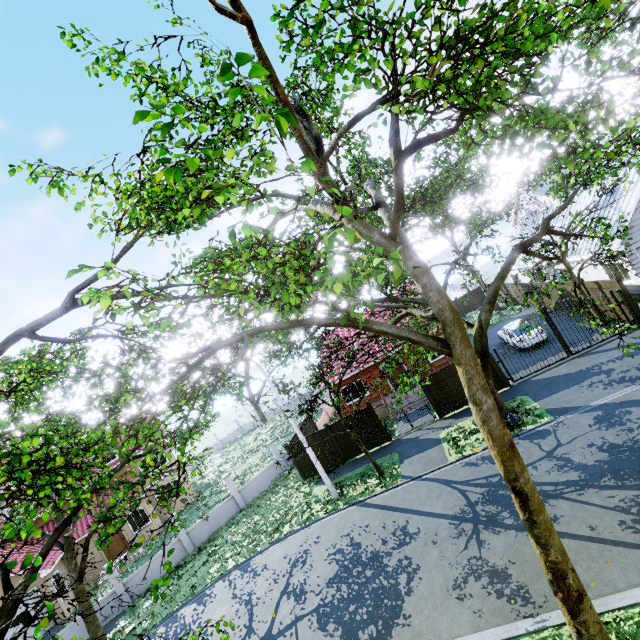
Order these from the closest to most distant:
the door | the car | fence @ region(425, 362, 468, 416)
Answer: fence @ region(425, 362, 468, 416) < the car < the door

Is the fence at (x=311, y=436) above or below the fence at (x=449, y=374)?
above

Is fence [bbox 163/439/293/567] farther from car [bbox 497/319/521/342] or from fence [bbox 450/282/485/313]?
car [bbox 497/319/521/342]

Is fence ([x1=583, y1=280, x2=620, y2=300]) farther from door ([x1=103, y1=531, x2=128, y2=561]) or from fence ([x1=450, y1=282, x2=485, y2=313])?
door ([x1=103, y1=531, x2=128, y2=561])

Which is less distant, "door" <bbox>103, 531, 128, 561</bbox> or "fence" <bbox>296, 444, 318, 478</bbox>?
"fence" <bbox>296, 444, 318, 478</bbox>

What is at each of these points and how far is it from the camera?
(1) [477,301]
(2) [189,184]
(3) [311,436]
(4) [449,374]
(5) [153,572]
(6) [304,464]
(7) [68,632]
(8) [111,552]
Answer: (1) fence, 38.1m
(2) tree, 8.0m
(3) fence, 19.6m
(4) fence, 17.5m
(5) fence, 18.7m
(6) fence, 19.9m
(7) fence, 16.5m
(8) door, 24.2m

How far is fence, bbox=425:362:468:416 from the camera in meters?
17.5 m

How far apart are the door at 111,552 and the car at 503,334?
31.6m
